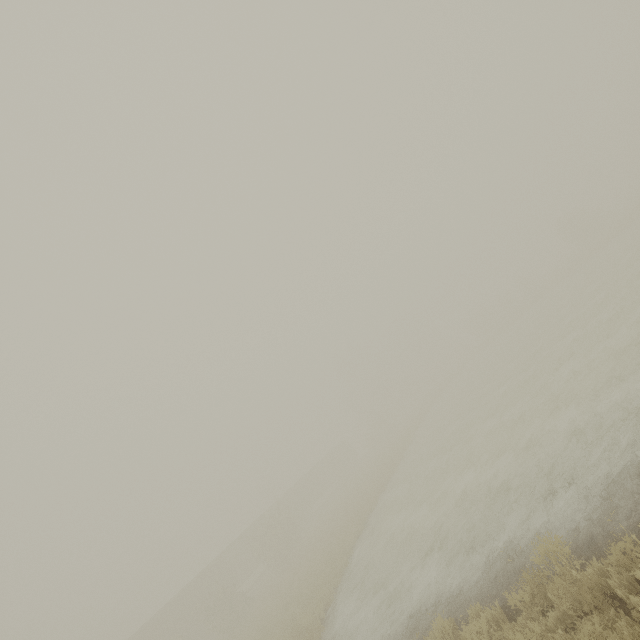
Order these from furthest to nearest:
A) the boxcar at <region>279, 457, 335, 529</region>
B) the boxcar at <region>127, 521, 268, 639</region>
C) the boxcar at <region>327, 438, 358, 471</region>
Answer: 1. the boxcar at <region>327, 438, 358, 471</region>
2. the boxcar at <region>279, 457, 335, 529</region>
3. the boxcar at <region>127, 521, 268, 639</region>

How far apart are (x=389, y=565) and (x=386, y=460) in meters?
21.9

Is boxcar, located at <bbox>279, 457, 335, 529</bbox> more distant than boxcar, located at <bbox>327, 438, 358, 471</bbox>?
No

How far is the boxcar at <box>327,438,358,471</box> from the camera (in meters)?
53.97

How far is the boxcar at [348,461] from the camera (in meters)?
53.97

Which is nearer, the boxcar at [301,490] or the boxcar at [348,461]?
the boxcar at [301,490]
